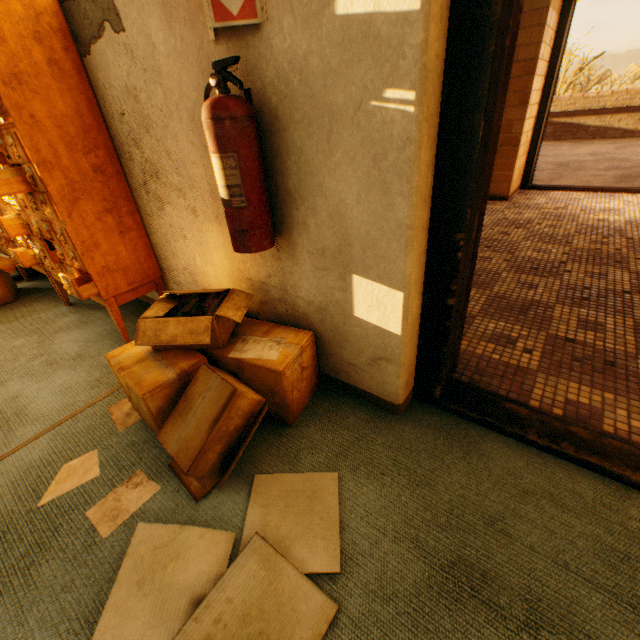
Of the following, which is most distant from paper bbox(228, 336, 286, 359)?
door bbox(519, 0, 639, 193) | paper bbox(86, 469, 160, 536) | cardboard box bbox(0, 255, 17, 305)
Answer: door bbox(519, 0, 639, 193)

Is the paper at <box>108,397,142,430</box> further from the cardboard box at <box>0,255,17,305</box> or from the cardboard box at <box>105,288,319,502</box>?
the cardboard box at <box>0,255,17,305</box>

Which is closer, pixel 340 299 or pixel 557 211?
pixel 340 299

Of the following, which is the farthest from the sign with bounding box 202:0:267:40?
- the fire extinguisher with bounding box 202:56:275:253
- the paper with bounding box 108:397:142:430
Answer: the paper with bounding box 108:397:142:430

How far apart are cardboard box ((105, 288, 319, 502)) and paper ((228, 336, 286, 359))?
0.0 meters

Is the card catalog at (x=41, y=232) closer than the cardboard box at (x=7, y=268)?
Yes

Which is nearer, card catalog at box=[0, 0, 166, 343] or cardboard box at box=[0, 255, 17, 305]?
card catalog at box=[0, 0, 166, 343]

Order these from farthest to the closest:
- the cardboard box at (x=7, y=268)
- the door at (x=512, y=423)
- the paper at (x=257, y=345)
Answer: the cardboard box at (x=7, y=268) < the paper at (x=257, y=345) < the door at (x=512, y=423)
